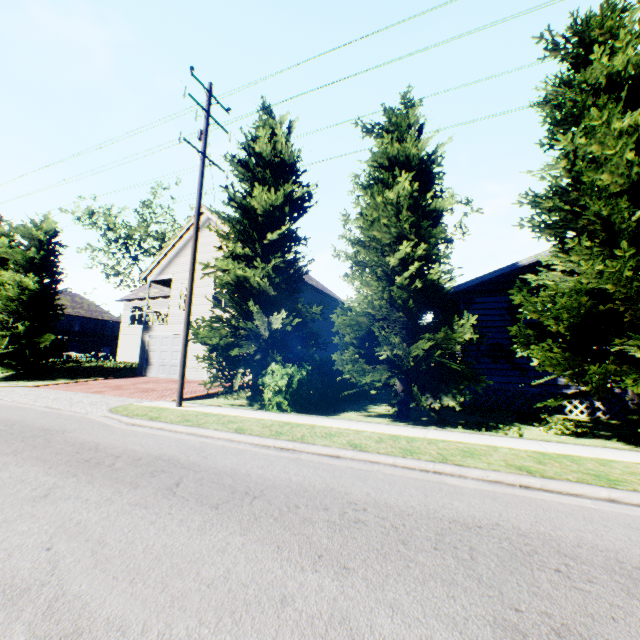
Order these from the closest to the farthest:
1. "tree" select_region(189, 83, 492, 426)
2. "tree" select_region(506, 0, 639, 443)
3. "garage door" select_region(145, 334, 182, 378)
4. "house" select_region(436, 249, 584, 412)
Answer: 1. "tree" select_region(506, 0, 639, 443)
2. "tree" select_region(189, 83, 492, 426)
3. "house" select_region(436, 249, 584, 412)
4. "garage door" select_region(145, 334, 182, 378)

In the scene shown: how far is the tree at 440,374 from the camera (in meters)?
9.17

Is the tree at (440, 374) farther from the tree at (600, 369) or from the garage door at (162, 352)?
the garage door at (162, 352)

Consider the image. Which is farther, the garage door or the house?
the garage door

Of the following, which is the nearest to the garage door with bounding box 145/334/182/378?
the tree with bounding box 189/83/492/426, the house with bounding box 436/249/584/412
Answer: the tree with bounding box 189/83/492/426

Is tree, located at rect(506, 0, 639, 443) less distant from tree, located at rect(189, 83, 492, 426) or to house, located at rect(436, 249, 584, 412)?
house, located at rect(436, 249, 584, 412)

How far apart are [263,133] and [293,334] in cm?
768

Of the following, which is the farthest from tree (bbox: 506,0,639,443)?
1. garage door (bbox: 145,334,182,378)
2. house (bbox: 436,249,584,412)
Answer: garage door (bbox: 145,334,182,378)
